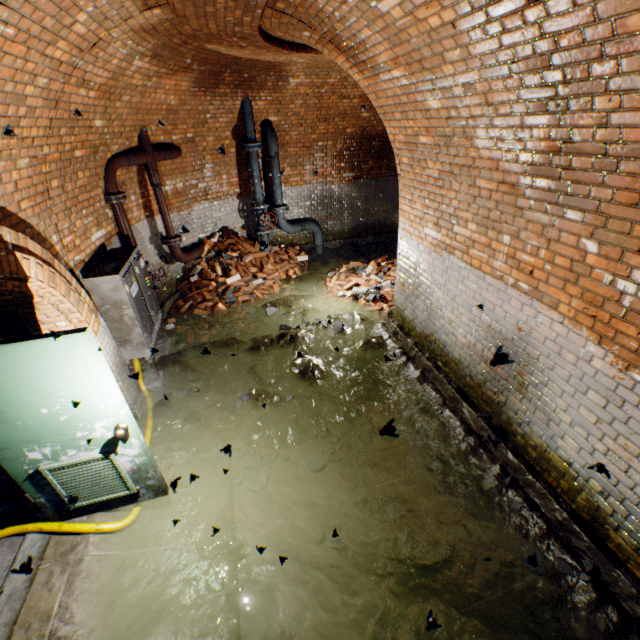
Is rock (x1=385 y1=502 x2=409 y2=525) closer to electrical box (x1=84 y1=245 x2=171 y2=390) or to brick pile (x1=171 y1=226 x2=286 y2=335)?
brick pile (x1=171 y1=226 x2=286 y2=335)

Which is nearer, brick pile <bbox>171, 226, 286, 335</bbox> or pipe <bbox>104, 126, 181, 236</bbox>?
pipe <bbox>104, 126, 181, 236</bbox>

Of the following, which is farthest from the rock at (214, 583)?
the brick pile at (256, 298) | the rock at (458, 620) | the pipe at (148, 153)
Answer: the pipe at (148, 153)

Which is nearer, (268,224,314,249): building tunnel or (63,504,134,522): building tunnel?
(63,504,134,522): building tunnel

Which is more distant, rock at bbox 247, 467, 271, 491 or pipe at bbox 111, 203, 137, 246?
pipe at bbox 111, 203, 137, 246

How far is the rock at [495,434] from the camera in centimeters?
353cm

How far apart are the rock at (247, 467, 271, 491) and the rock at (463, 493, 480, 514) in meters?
2.3 m

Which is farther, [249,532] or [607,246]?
[249,532]
